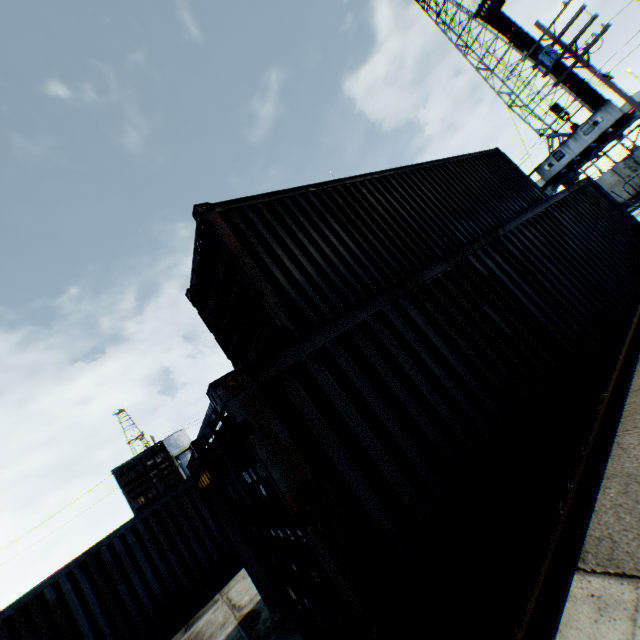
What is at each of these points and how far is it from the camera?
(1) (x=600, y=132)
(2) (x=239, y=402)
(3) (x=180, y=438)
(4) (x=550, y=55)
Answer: (1) landrig, 28.1 meters
(2) storage container, 2.4 meters
(3) vertical tank, 52.0 meters
(4) street light, 13.8 meters

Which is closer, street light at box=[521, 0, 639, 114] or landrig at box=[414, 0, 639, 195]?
street light at box=[521, 0, 639, 114]

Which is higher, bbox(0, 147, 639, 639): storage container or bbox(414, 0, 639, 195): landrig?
bbox(414, 0, 639, 195): landrig

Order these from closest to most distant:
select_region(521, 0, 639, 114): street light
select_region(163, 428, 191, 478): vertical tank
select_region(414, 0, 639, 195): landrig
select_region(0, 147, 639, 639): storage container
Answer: select_region(0, 147, 639, 639): storage container, select_region(521, 0, 639, 114): street light, select_region(414, 0, 639, 195): landrig, select_region(163, 428, 191, 478): vertical tank

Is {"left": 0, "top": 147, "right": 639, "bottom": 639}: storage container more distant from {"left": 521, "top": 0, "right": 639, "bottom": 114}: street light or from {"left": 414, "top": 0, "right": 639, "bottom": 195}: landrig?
{"left": 414, "top": 0, "right": 639, "bottom": 195}: landrig

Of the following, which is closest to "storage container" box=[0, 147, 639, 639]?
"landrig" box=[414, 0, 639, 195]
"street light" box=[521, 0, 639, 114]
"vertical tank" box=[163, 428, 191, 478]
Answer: "street light" box=[521, 0, 639, 114]

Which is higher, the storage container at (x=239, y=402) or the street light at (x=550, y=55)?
the street light at (x=550, y=55)

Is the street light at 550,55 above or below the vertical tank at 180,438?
below
